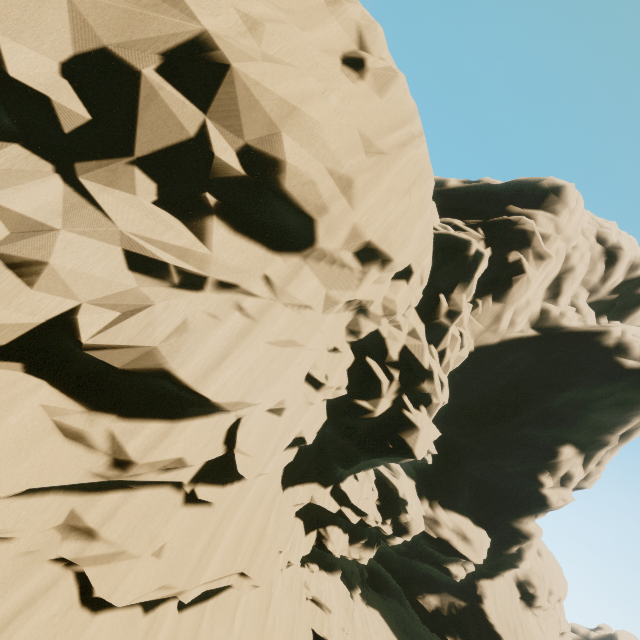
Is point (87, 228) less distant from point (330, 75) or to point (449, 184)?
point (330, 75)
